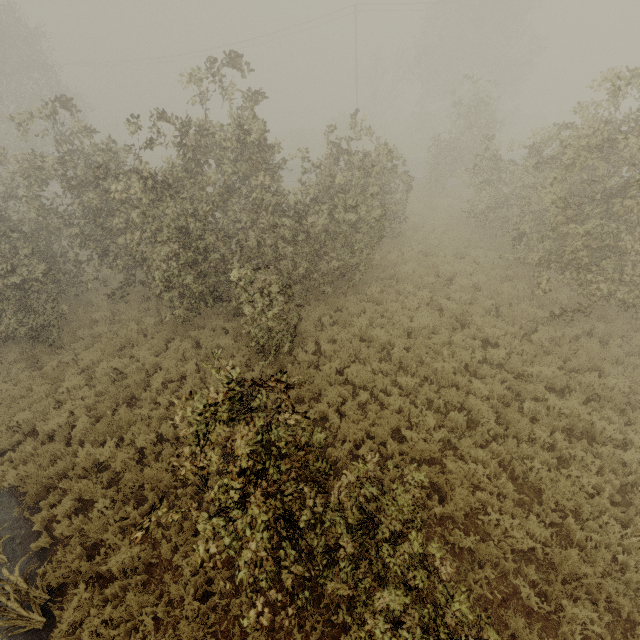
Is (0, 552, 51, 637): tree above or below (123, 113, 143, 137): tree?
below

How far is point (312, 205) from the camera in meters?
12.1

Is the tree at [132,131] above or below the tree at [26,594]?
above

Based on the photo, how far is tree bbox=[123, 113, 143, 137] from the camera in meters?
8.6

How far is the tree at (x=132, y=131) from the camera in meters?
8.6 m

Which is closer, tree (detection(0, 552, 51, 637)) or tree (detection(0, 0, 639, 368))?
tree (detection(0, 552, 51, 637))
